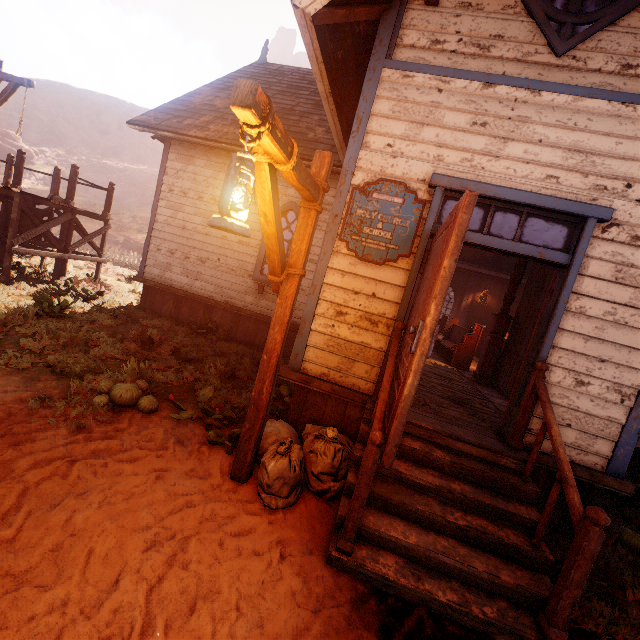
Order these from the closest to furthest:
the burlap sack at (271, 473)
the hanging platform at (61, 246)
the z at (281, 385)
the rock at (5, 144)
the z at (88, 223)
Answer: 1. the burlap sack at (271, 473)
2. the z at (281, 385)
3. the hanging platform at (61, 246)
4. the z at (88, 223)
5. the rock at (5, 144)

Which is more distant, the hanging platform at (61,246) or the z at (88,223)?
the z at (88,223)

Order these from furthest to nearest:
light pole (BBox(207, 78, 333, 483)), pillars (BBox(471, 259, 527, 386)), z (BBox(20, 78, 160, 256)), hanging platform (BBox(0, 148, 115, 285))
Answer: z (BBox(20, 78, 160, 256)) < hanging platform (BBox(0, 148, 115, 285)) < pillars (BBox(471, 259, 527, 386)) < light pole (BBox(207, 78, 333, 483))

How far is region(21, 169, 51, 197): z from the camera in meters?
34.2

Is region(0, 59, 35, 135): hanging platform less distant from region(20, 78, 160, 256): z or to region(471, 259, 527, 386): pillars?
region(20, 78, 160, 256): z

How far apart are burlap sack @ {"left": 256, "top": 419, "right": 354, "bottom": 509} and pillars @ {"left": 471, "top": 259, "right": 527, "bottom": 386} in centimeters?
459cm

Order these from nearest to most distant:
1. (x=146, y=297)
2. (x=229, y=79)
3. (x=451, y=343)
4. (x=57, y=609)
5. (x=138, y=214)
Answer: (x=57, y=609), (x=146, y=297), (x=451, y=343), (x=229, y=79), (x=138, y=214)

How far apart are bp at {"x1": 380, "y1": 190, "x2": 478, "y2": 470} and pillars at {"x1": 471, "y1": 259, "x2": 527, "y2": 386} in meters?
4.3
